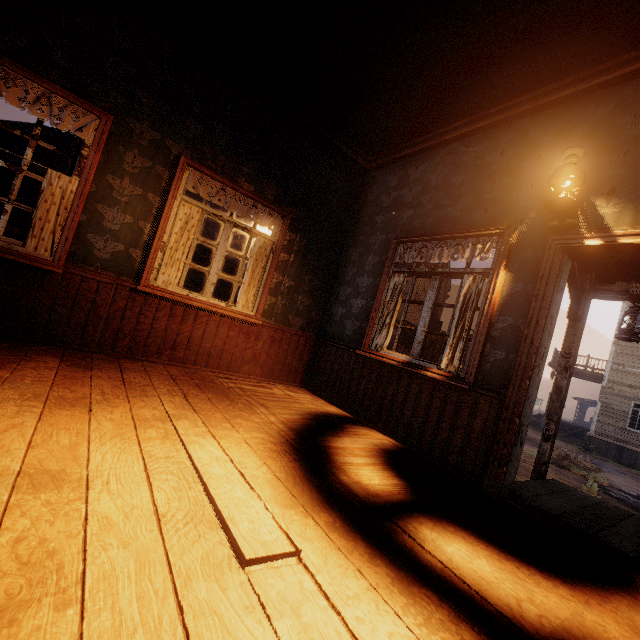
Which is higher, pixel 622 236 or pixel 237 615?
pixel 622 236

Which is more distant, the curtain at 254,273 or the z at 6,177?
the z at 6,177

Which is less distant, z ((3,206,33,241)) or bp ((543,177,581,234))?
bp ((543,177,581,234))

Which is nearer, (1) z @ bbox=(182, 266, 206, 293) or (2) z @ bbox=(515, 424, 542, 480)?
(2) z @ bbox=(515, 424, 542, 480)

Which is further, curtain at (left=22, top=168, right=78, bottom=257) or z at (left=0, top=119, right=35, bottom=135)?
z at (left=0, top=119, right=35, bottom=135)

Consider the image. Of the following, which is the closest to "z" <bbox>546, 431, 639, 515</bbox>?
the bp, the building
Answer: the building

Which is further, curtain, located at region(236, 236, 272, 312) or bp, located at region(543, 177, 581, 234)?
curtain, located at region(236, 236, 272, 312)

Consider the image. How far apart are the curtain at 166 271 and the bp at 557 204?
3.6m
